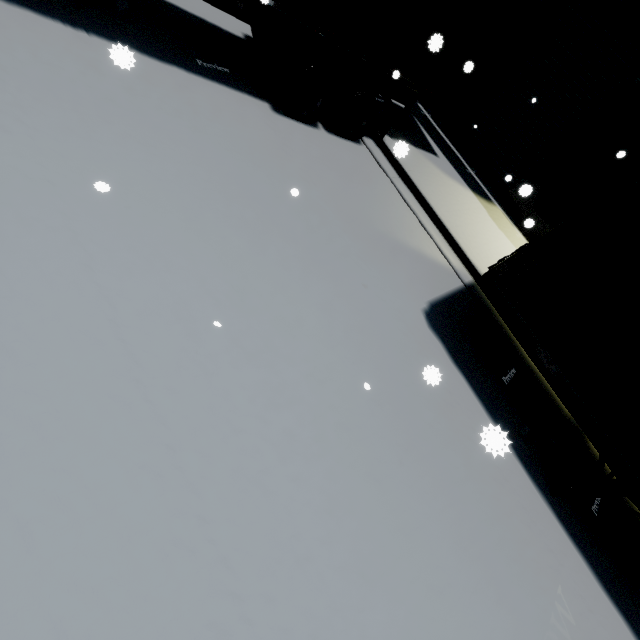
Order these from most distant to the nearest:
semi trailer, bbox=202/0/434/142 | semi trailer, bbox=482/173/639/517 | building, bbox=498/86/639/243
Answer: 1. building, bbox=498/86/639/243
2. semi trailer, bbox=202/0/434/142
3. semi trailer, bbox=482/173/639/517

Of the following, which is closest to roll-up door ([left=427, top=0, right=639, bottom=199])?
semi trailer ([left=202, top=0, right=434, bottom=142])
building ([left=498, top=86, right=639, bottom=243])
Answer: building ([left=498, top=86, right=639, bottom=243])

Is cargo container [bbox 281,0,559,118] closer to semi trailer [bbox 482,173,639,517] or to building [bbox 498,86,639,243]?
semi trailer [bbox 482,173,639,517]

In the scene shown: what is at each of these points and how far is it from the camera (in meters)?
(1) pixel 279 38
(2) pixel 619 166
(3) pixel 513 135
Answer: (1) semi trailer, 5.83
(2) building, 8.08
(3) roll-up door, 9.84

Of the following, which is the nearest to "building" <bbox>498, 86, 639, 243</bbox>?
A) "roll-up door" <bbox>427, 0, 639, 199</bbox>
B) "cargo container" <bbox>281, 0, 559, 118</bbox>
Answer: "roll-up door" <bbox>427, 0, 639, 199</bbox>

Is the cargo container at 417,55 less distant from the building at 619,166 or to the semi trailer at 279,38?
the semi trailer at 279,38

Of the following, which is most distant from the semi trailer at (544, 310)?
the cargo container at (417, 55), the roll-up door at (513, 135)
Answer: the roll-up door at (513, 135)

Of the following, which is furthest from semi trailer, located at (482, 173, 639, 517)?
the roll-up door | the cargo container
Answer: the roll-up door
